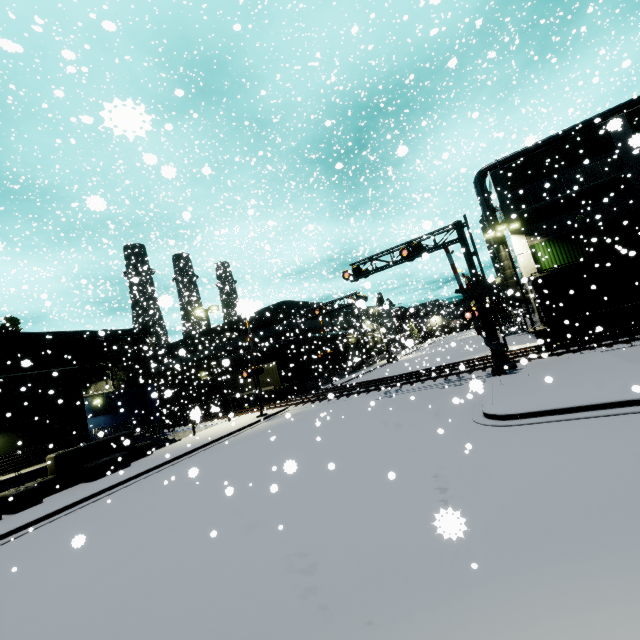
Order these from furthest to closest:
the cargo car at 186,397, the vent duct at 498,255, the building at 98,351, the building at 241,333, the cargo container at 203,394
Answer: the building at 241,333 → the cargo container at 203,394 → the cargo car at 186,397 → the vent duct at 498,255 → the building at 98,351

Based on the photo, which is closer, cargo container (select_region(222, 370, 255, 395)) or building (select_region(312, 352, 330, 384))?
cargo container (select_region(222, 370, 255, 395))

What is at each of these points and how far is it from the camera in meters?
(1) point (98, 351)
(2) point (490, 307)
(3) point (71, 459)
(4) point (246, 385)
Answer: (1) building, 29.3 m
(2) railroad crossing gate, 17.1 m
(3) concrete block, 16.5 m
(4) cargo container, 34.8 m

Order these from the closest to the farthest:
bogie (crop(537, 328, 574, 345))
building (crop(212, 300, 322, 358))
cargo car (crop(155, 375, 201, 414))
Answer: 1. bogie (crop(537, 328, 574, 345))
2. cargo car (crop(155, 375, 201, 414))
3. building (crop(212, 300, 322, 358))

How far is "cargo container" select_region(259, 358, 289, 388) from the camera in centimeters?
3272cm

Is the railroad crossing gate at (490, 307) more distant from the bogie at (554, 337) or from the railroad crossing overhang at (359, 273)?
the bogie at (554, 337)

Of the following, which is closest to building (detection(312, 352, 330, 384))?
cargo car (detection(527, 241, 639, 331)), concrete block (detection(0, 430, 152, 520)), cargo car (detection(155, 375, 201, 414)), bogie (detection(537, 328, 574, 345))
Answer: concrete block (detection(0, 430, 152, 520))
